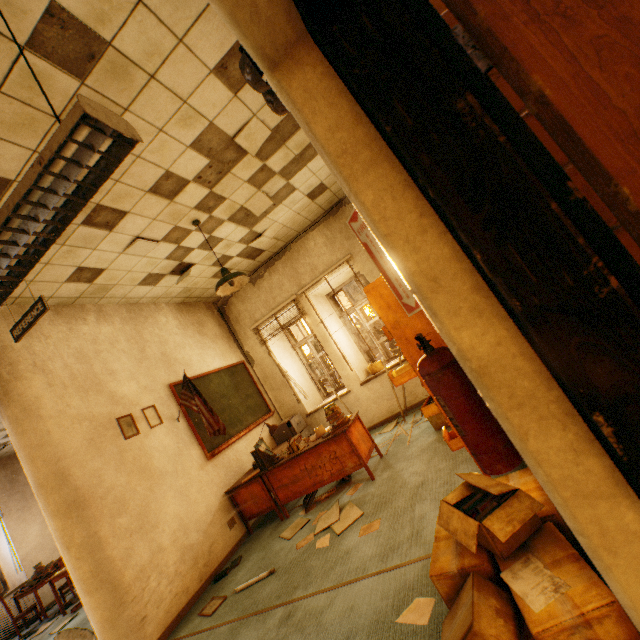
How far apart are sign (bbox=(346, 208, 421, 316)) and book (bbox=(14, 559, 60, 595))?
10.3 meters

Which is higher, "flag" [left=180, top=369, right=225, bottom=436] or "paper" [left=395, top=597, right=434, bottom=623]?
"flag" [left=180, top=369, right=225, bottom=436]

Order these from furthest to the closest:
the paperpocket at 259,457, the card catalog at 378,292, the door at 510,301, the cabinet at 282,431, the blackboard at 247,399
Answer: the cabinet at 282,431 → the blackboard at 247,399 → the paperpocket at 259,457 → the card catalog at 378,292 → the door at 510,301

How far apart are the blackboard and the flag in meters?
0.2

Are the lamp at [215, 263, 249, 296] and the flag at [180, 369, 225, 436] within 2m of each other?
yes

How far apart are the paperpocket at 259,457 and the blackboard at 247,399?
0.7 meters

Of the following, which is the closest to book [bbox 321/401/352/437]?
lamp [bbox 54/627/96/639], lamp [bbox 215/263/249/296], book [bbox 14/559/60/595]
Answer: lamp [bbox 215/263/249/296]

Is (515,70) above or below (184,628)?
above
